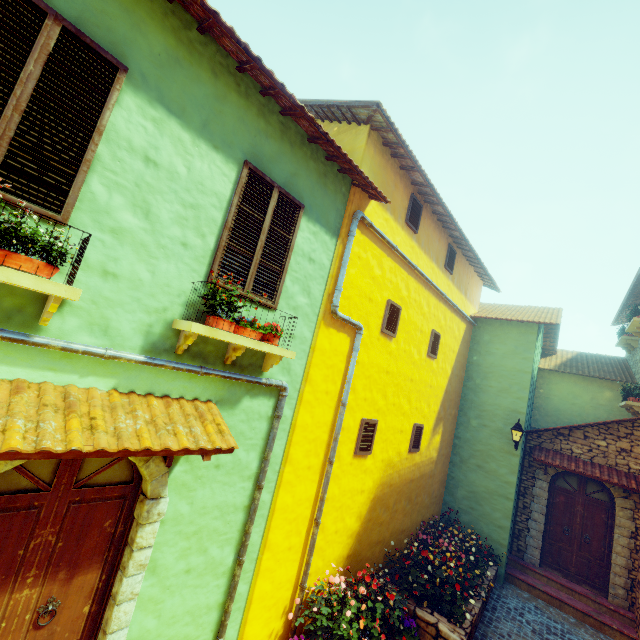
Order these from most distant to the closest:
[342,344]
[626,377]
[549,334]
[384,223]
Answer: [549,334]
[626,377]
[384,223]
[342,344]

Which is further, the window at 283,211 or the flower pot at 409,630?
the flower pot at 409,630

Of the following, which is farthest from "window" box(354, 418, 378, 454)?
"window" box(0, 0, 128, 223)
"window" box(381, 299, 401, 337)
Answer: "window" box(0, 0, 128, 223)

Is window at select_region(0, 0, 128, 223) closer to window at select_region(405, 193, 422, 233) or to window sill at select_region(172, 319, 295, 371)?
window sill at select_region(172, 319, 295, 371)

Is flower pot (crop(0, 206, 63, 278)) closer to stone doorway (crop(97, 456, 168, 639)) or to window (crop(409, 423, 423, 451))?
stone doorway (crop(97, 456, 168, 639))

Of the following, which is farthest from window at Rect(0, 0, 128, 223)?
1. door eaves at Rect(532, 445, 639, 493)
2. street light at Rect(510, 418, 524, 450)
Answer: Answer: door eaves at Rect(532, 445, 639, 493)

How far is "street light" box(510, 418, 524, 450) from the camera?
8.98m

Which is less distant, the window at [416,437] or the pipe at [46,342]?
the pipe at [46,342]
